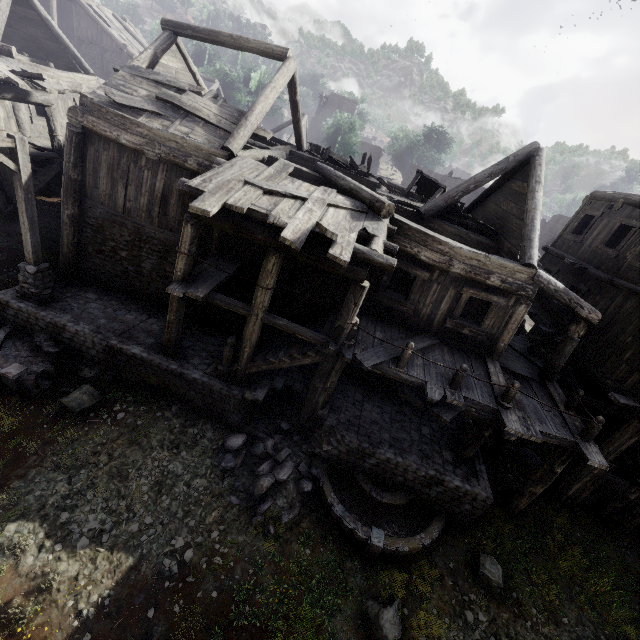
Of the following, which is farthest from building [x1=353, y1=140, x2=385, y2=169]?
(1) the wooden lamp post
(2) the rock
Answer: (2) the rock

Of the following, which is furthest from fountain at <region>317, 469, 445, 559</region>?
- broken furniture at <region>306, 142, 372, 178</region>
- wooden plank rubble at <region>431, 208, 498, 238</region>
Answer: broken furniture at <region>306, 142, 372, 178</region>

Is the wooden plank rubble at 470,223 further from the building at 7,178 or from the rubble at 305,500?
the rubble at 305,500

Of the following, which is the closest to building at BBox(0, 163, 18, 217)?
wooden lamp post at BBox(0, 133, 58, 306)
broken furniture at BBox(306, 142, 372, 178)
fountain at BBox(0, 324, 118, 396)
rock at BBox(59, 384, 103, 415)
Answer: broken furniture at BBox(306, 142, 372, 178)

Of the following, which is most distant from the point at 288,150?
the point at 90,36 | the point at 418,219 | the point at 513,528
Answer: the point at 90,36

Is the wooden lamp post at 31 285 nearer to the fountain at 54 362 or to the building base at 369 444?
the building base at 369 444

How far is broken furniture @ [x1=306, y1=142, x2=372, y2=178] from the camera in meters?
14.4

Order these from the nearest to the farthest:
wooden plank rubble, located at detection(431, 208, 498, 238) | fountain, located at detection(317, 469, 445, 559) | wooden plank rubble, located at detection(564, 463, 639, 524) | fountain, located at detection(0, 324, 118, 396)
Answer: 1. fountain, located at detection(317, 469, 445, 559)
2. fountain, located at detection(0, 324, 118, 396)
3. wooden plank rubble, located at detection(564, 463, 639, 524)
4. wooden plank rubble, located at detection(431, 208, 498, 238)
